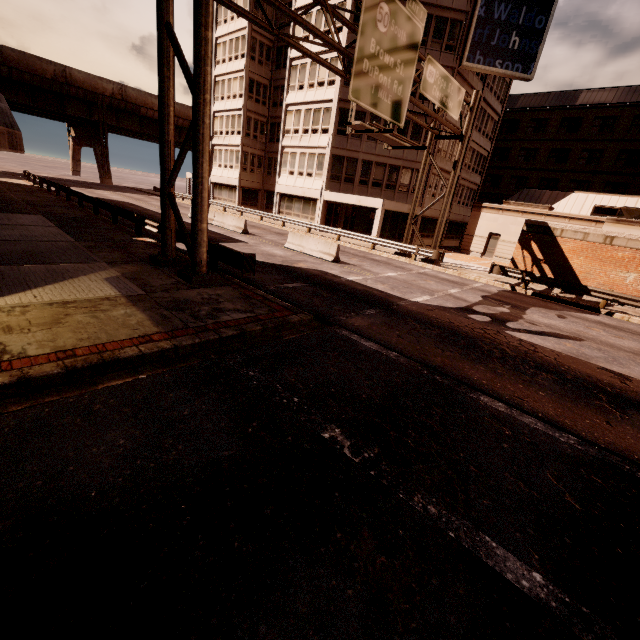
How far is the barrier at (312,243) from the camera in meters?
17.5

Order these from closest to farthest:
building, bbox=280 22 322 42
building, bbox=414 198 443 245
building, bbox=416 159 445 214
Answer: building, bbox=280 22 322 42, building, bbox=416 159 445 214, building, bbox=414 198 443 245

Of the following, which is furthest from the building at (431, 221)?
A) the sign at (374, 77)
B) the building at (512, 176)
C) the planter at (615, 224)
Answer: the planter at (615, 224)

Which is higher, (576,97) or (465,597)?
(576,97)

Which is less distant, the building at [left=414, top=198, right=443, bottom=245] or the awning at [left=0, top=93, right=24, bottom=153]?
the awning at [left=0, top=93, right=24, bottom=153]

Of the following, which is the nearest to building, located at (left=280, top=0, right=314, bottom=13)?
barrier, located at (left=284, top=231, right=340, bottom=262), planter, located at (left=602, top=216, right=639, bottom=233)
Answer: barrier, located at (left=284, top=231, right=340, bottom=262)

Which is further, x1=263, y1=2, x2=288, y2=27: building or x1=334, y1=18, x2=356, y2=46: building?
Result: x1=263, y1=2, x2=288, y2=27: building

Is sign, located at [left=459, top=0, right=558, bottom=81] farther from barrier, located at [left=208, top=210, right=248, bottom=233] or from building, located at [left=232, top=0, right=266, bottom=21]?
barrier, located at [left=208, top=210, right=248, bottom=233]
